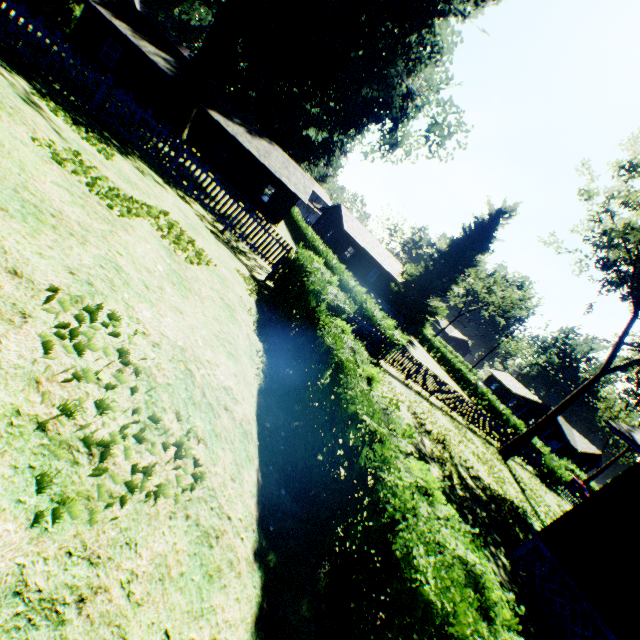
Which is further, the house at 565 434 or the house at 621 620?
the house at 565 434

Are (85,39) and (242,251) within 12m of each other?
no

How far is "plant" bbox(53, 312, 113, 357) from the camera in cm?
219

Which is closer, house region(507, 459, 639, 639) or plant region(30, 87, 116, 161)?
plant region(30, 87, 116, 161)

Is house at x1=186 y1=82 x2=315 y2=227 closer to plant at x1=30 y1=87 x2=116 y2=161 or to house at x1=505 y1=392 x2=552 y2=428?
plant at x1=30 y1=87 x2=116 y2=161

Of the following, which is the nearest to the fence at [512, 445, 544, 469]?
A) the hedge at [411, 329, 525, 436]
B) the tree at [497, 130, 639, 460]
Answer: the hedge at [411, 329, 525, 436]

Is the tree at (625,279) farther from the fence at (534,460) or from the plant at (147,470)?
the plant at (147,470)
